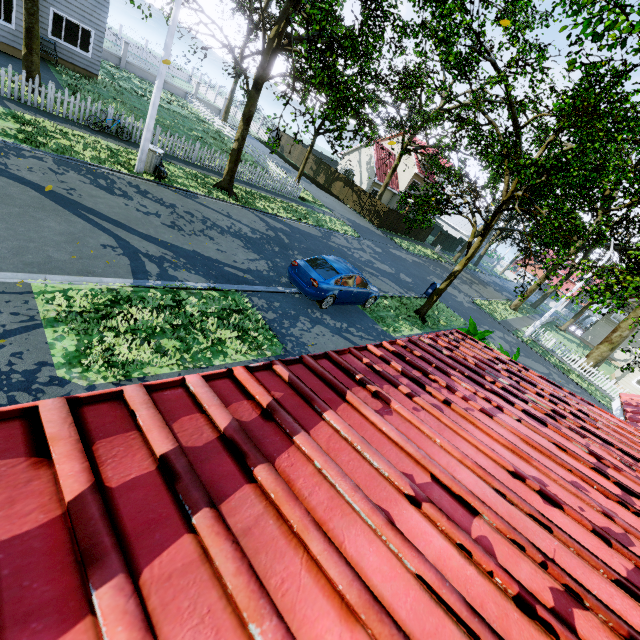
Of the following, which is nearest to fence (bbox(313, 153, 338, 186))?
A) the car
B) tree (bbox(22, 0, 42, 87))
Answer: tree (bbox(22, 0, 42, 87))

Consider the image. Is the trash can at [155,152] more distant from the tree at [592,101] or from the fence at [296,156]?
the tree at [592,101]

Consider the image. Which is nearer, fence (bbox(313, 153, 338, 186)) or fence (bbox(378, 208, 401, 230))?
fence (bbox(378, 208, 401, 230))

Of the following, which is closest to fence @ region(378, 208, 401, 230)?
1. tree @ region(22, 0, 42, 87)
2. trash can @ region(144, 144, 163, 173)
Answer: tree @ region(22, 0, 42, 87)

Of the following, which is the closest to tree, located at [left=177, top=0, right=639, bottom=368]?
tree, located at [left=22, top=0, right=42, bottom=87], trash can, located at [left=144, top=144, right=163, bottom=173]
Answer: tree, located at [left=22, top=0, right=42, bottom=87]

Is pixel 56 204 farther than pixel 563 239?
No

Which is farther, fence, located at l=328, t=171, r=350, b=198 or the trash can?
fence, located at l=328, t=171, r=350, b=198

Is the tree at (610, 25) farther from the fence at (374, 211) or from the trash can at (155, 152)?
the trash can at (155, 152)
